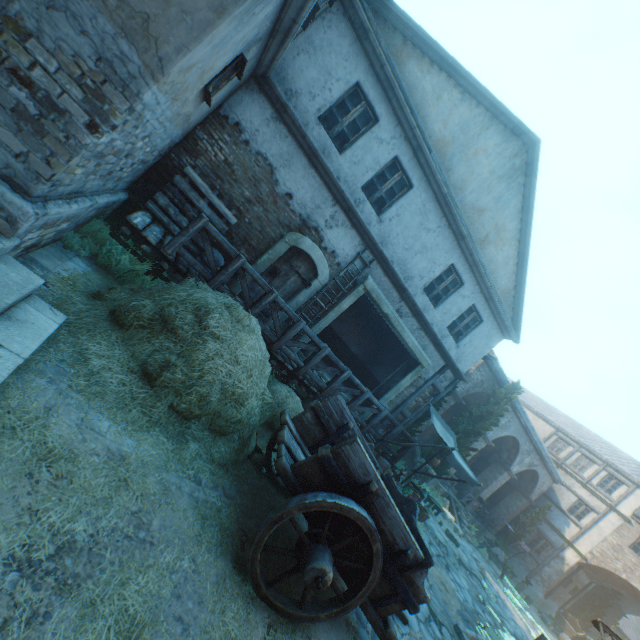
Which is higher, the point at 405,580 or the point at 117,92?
the point at 117,92

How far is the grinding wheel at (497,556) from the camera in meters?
18.6

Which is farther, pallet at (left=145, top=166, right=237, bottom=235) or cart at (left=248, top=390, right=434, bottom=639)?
pallet at (left=145, top=166, right=237, bottom=235)

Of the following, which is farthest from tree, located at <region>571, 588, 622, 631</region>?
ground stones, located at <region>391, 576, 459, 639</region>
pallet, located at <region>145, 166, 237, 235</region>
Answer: pallet, located at <region>145, 166, 237, 235</region>

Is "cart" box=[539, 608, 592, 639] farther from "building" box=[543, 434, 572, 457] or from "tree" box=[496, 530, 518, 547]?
"tree" box=[496, 530, 518, 547]

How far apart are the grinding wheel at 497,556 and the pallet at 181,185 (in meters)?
23.06

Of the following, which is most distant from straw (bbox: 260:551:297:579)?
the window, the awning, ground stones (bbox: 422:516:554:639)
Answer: ground stones (bbox: 422:516:554:639)

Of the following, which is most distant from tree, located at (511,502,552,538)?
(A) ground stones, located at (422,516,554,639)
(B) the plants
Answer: (B) the plants
